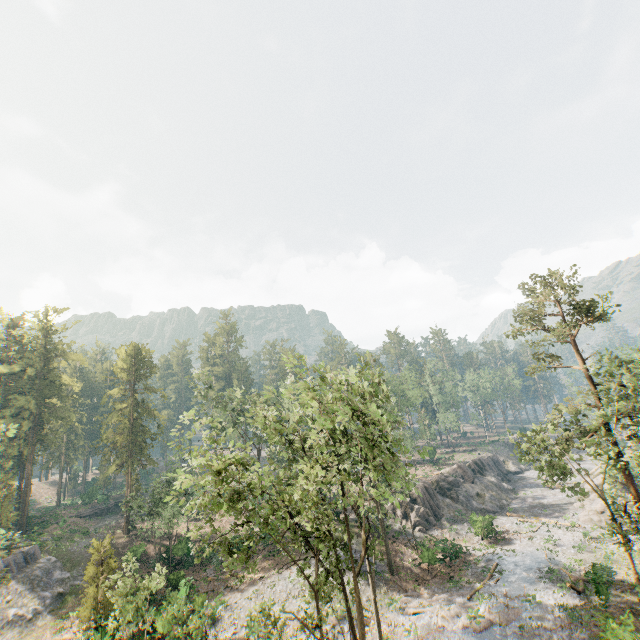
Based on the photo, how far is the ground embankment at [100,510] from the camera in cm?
4647

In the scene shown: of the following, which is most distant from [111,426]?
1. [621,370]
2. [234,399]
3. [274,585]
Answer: [621,370]

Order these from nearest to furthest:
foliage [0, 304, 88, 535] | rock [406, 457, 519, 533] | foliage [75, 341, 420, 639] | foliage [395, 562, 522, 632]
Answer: foliage [75, 341, 420, 639]
foliage [395, 562, 522, 632]
rock [406, 457, 519, 533]
foliage [0, 304, 88, 535]

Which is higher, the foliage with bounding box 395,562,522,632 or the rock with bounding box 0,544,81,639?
the rock with bounding box 0,544,81,639

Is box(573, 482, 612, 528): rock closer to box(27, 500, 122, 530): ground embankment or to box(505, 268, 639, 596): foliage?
box(505, 268, 639, 596): foliage

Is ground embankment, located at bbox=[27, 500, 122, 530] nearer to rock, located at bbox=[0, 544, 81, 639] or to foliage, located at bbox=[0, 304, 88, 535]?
foliage, located at bbox=[0, 304, 88, 535]

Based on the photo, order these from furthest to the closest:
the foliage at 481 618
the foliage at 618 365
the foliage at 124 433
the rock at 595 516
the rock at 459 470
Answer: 1. the rock at 459 470
2. the rock at 595 516
3. the foliage at 481 618
4. the foliage at 618 365
5. the foliage at 124 433
